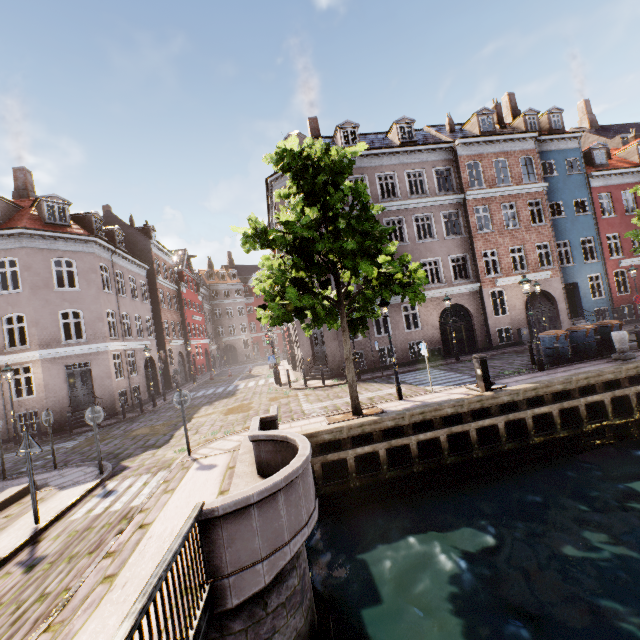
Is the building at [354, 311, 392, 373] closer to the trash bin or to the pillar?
the trash bin

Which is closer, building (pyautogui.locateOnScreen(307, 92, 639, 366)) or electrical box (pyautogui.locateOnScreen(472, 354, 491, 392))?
electrical box (pyautogui.locateOnScreen(472, 354, 491, 392))

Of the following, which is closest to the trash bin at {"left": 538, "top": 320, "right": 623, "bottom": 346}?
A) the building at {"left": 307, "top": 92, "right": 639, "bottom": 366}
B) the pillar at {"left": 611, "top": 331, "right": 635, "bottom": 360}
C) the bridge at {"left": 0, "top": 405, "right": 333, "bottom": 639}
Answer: the pillar at {"left": 611, "top": 331, "right": 635, "bottom": 360}

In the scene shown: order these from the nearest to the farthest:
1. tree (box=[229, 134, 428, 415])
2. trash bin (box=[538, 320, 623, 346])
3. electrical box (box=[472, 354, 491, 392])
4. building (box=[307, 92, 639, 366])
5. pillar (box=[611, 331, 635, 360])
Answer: tree (box=[229, 134, 428, 415])
electrical box (box=[472, 354, 491, 392])
pillar (box=[611, 331, 635, 360])
trash bin (box=[538, 320, 623, 346])
building (box=[307, 92, 639, 366])

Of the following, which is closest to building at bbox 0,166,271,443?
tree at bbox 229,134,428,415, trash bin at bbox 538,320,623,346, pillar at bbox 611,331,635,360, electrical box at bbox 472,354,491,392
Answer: tree at bbox 229,134,428,415

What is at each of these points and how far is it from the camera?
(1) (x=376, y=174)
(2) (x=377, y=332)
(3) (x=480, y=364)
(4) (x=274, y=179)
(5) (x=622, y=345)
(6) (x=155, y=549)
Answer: (1) building, 20.88m
(2) building, 26.91m
(3) electrical box, 10.91m
(4) building, 21.78m
(5) pillar, 12.41m
(6) bridge, 5.16m

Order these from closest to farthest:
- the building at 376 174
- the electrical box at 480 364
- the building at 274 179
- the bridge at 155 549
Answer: the bridge at 155 549, the electrical box at 480 364, the building at 376 174, the building at 274 179

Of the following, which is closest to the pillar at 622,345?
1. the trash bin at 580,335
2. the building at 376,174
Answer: the trash bin at 580,335
